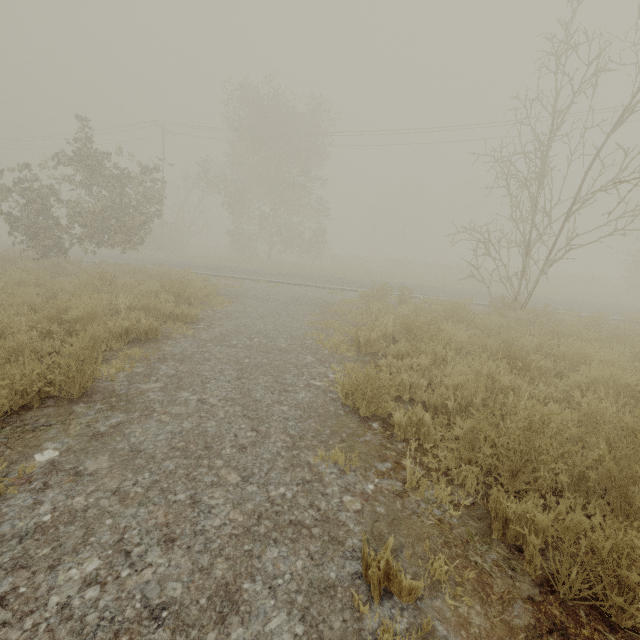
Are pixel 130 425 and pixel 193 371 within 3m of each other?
yes

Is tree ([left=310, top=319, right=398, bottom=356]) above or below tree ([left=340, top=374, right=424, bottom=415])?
below

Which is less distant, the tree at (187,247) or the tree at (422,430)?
the tree at (422,430)

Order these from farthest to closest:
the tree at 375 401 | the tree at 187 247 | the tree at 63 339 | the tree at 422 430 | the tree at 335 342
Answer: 1. the tree at 187 247
2. the tree at 335 342
3. the tree at 63 339
4. the tree at 375 401
5. the tree at 422 430

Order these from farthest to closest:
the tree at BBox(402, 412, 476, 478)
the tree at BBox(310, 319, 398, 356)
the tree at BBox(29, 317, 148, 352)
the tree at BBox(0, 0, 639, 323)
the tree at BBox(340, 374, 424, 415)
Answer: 1. the tree at BBox(0, 0, 639, 323)
2. the tree at BBox(310, 319, 398, 356)
3. the tree at BBox(29, 317, 148, 352)
4. the tree at BBox(340, 374, 424, 415)
5. the tree at BBox(402, 412, 476, 478)
